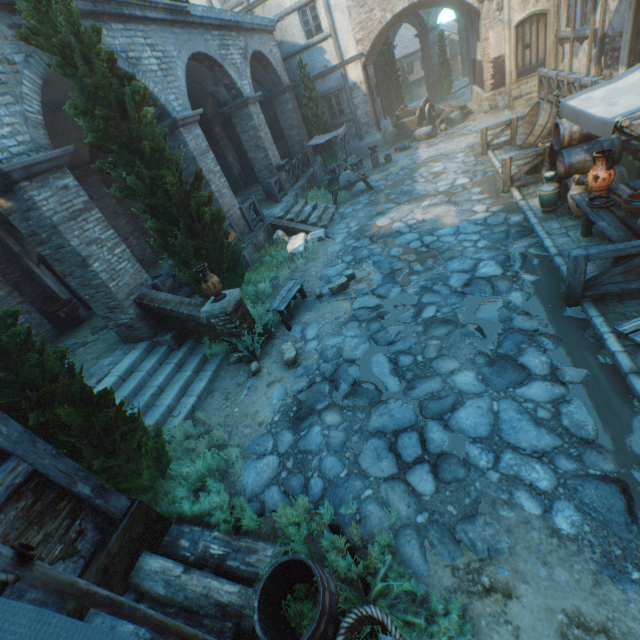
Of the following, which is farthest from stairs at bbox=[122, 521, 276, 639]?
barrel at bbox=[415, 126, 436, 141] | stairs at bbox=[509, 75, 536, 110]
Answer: stairs at bbox=[509, 75, 536, 110]

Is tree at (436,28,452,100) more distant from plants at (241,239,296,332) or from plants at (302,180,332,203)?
plants at (302,180,332,203)

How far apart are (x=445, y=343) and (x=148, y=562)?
5.2 meters

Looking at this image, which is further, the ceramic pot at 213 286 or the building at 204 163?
the building at 204 163

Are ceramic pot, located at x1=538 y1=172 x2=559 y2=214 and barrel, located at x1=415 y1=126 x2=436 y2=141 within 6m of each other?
no

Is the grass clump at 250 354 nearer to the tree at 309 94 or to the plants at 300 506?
the tree at 309 94

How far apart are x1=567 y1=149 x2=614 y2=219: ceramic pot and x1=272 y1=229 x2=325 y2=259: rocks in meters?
7.3

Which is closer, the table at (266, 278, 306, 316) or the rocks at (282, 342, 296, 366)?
the rocks at (282, 342, 296, 366)
